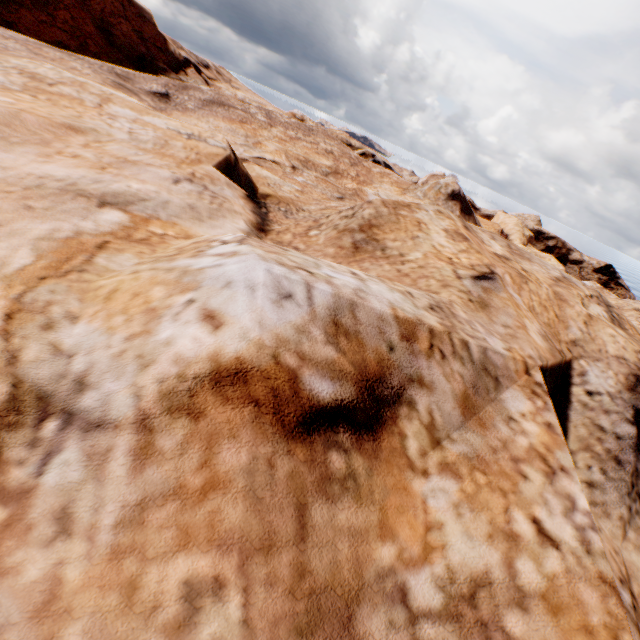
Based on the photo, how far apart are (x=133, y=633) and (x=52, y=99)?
10.2 meters
